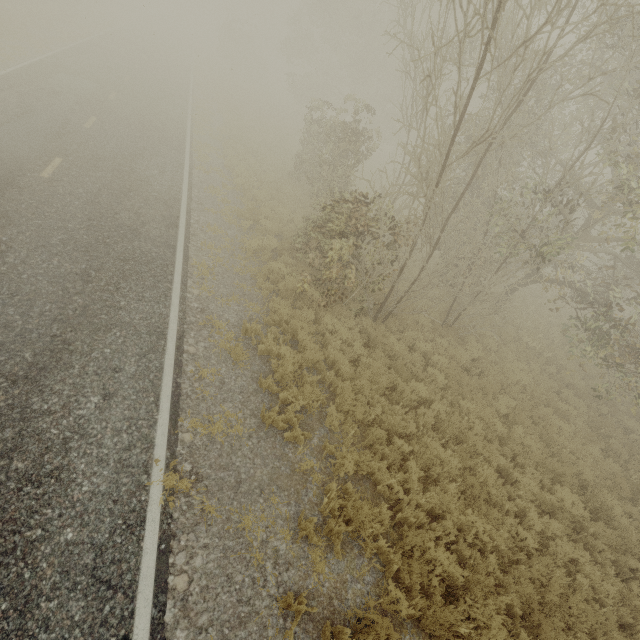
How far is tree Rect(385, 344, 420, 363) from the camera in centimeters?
943cm

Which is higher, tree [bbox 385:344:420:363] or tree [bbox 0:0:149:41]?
tree [bbox 0:0:149:41]

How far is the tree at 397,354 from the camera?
9.4m

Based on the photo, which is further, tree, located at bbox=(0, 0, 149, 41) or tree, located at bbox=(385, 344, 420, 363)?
tree, located at bbox=(0, 0, 149, 41)

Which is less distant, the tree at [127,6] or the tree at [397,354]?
the tree at [397,354]

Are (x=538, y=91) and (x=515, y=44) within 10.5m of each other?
yes
